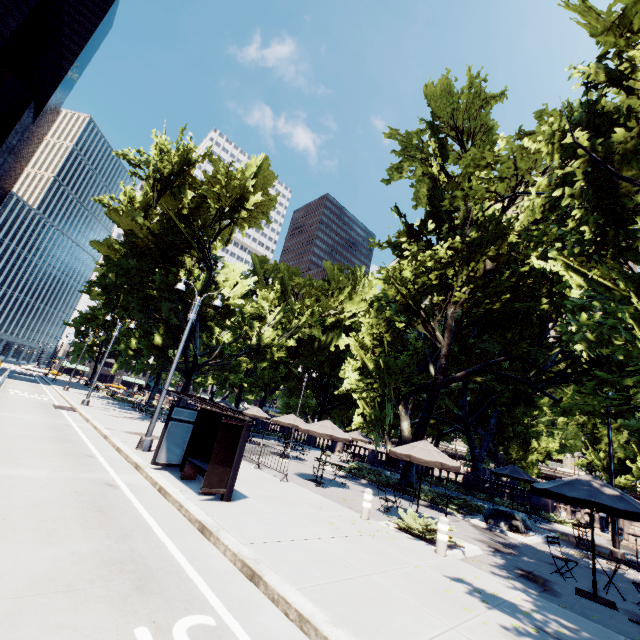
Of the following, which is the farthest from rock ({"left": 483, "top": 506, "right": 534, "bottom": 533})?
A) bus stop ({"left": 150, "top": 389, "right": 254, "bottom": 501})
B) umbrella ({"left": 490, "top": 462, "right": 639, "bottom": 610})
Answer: bus stop ({"left": 150, "top": 389, "right": 254, "bottom": 501})

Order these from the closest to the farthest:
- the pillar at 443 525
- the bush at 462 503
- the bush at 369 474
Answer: the pillar at 443 525 → the bush at 462 503 → the bush at 369 474

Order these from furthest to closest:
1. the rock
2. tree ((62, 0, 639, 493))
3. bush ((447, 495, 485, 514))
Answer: bush ((447, 495, 485, 514)) → the rock → tree ((62, 0, 639, 493))

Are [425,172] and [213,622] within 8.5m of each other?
no

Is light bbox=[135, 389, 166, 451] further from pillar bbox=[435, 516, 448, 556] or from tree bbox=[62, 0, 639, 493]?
pillar bbox=[435, 516, 448, 556]

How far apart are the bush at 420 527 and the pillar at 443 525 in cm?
42

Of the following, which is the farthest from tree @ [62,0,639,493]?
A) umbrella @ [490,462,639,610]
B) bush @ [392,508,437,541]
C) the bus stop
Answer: the bus stop

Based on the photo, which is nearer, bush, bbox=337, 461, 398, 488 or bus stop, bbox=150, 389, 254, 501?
bus stop, bbox=150, 389, 254, 501
